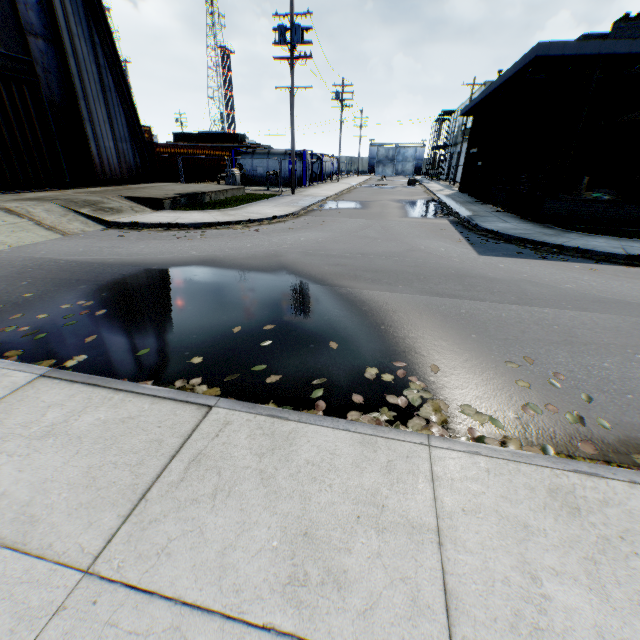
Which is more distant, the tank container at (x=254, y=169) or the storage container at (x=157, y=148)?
the tank container at (x=254, y=169)

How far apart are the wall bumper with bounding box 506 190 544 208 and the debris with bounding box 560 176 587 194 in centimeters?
130cm

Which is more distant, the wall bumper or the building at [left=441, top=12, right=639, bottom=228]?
the wall bumper

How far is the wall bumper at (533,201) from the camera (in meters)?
13.04

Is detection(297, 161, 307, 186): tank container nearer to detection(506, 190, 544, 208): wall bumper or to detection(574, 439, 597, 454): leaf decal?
detection(506, 190, 544, 208): wall bumper

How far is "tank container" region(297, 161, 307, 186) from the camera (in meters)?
28.25

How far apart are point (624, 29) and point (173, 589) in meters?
27.6 m

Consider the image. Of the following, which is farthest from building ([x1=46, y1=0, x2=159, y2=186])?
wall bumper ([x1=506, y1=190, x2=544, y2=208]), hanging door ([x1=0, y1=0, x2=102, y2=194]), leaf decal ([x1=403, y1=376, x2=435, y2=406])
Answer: wall bumper ([x1=506, y1=190, x2=544, y2=208])
